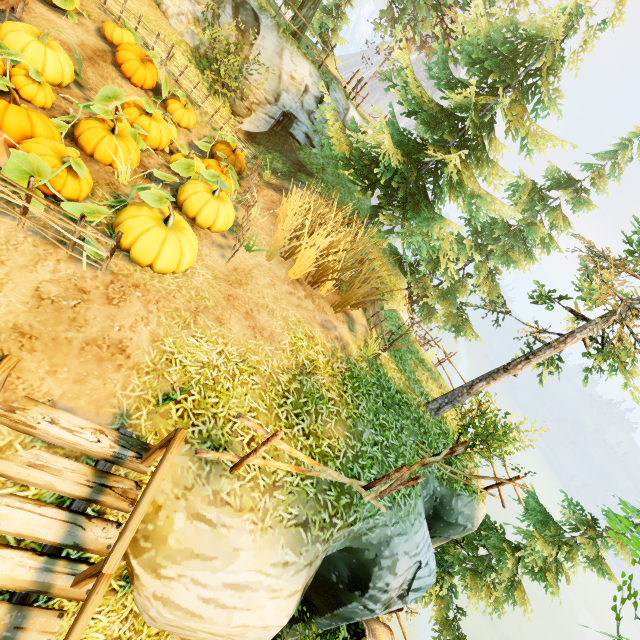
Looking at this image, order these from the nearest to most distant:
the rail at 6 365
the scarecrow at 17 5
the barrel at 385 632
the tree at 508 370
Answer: the rail at 6 365, the scarecrow at 17 5, the barrel at 385 632, the tree at 508 370

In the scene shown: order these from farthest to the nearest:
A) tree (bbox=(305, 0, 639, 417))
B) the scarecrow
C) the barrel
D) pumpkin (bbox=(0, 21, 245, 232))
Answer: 1. tree (bbox=(305, 0, 639, 417))
2. the barrel
3. the scarecrow
4. pumpkin (bbox=(0, 21, 245, 232))

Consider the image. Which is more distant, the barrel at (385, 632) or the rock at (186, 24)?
the rock at (186, 24)

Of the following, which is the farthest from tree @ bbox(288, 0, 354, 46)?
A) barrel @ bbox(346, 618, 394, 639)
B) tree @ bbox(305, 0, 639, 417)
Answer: barrel @ bbox(346, 618, 394, 639)

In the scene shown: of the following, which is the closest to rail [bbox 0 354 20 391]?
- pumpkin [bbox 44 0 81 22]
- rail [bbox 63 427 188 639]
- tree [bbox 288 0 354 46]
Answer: rail [bbox 63 427 188 639]

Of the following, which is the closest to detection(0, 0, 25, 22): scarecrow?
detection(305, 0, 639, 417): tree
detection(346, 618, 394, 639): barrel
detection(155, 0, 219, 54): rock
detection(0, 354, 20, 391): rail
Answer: detection(155, 0, 219, 54): rock

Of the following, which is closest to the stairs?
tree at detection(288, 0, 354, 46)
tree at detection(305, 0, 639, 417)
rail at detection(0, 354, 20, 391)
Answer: rail at detection(0, 354, 20, 391)

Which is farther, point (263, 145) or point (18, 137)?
point (263, 145)
